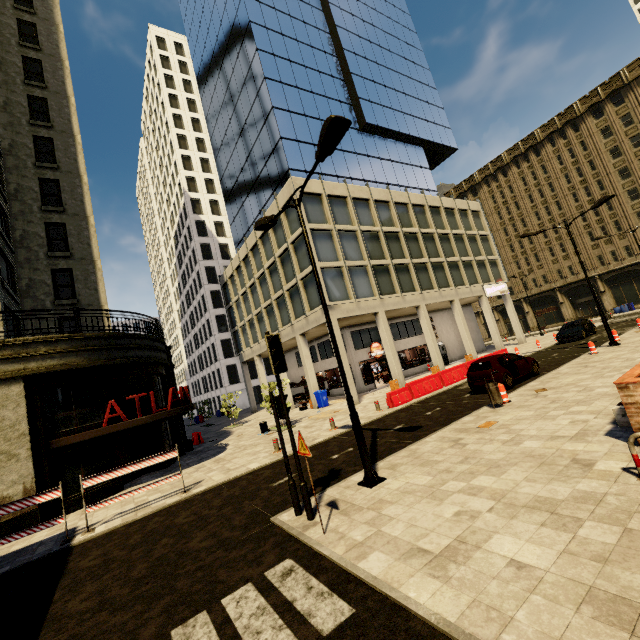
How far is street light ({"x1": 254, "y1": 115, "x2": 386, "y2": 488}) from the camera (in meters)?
7.01

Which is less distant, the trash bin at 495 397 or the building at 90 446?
the trash bin at 495 397

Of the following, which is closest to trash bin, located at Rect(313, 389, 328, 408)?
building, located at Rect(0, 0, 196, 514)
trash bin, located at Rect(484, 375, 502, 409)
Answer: building, located at Rect(0, 0, 196, 514)

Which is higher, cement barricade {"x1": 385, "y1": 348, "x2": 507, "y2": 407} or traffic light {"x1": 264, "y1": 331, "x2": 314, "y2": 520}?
traffic light {"x1": 264, "y1": 331, "x2": 314, "y2": 520}

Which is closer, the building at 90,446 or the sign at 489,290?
the building at 90,446

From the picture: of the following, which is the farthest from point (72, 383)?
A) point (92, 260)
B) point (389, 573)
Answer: point (389, 573)

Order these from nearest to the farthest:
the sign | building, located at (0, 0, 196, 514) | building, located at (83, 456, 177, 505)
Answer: building, located at (0, 0, 196, 514), building, located at (83, 456, 177, 505), the sign

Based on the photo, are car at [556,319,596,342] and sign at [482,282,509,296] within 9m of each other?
yes
